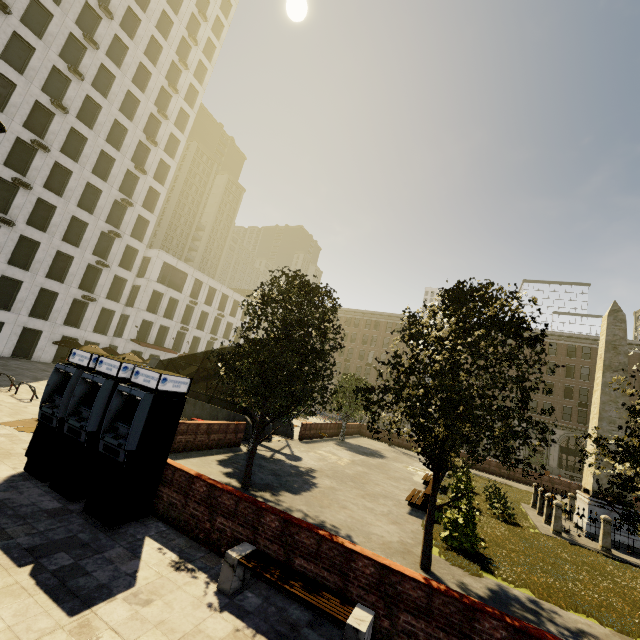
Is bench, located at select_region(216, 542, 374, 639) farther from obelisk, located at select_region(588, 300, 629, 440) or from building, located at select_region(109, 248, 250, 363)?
building, located at select_region(109, 248, 250, 363)

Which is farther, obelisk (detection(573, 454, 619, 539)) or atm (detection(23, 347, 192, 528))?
obelisk (detection(573, 454, 619, 539))

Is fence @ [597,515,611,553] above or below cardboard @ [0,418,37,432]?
above

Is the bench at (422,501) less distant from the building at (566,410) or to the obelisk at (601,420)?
A: the obelisk at (601,420)

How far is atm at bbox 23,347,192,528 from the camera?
7.1 meters

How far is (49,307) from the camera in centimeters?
3212cm

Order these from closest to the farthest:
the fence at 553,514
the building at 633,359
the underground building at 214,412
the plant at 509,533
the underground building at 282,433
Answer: the plant at 509,533 → the fence at 553,514 → the underground building at 214,412 → the underground building at 282,433 → the building at 633,359

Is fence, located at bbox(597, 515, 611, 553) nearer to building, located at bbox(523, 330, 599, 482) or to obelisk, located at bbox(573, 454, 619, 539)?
obelisk, located at bbox(573, 454, 619, 539)
